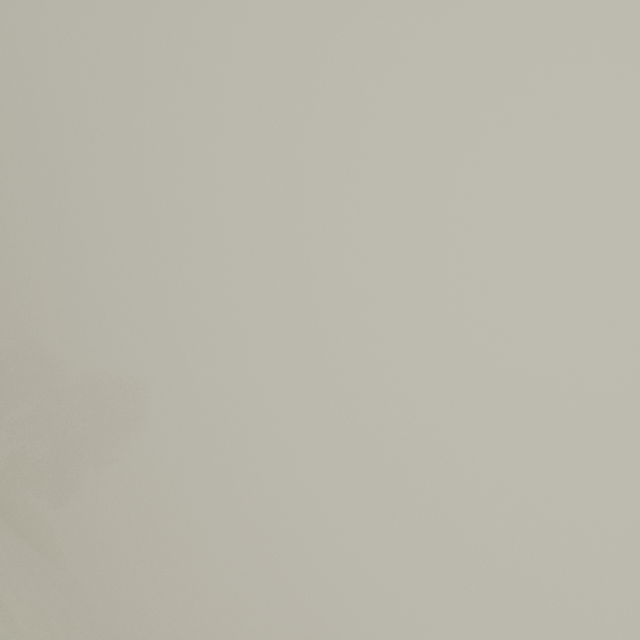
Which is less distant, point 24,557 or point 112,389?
point 24,557
